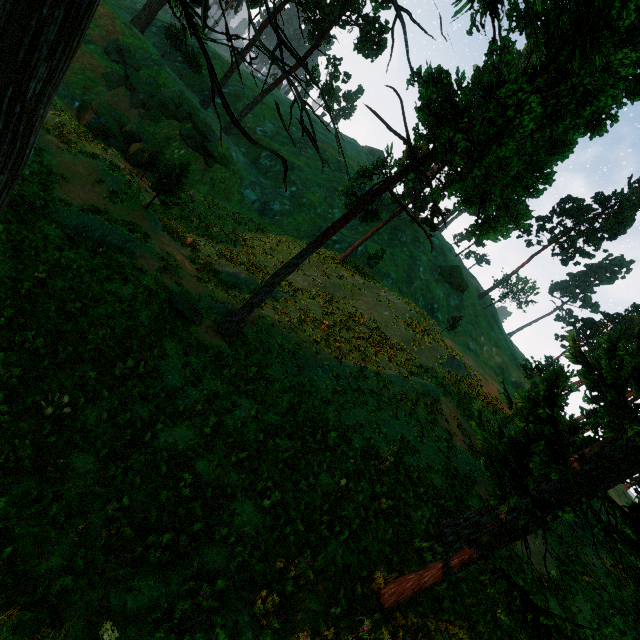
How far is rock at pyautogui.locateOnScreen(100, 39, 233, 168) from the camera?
32.84m

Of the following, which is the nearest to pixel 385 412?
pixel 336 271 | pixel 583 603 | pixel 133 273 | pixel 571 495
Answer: pixel 571 495

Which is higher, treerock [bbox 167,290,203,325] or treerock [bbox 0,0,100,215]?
treerock [bbox 0,0,100,215]

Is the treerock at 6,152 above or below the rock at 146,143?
above

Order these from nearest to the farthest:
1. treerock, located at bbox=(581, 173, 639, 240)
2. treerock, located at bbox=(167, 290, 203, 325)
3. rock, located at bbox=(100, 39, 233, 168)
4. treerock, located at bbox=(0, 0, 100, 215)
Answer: treerock, located at bbox=(0, 0, 100, 215) < treerock, located at bbox=(167, 290, 203, 325) < rock, located at bbox=(100, 39, 233, 168) < treerock, located at bbox=(581, 173, 639, 240)

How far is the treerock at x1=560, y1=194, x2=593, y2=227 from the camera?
56.75m

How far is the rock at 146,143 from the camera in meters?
29.3
